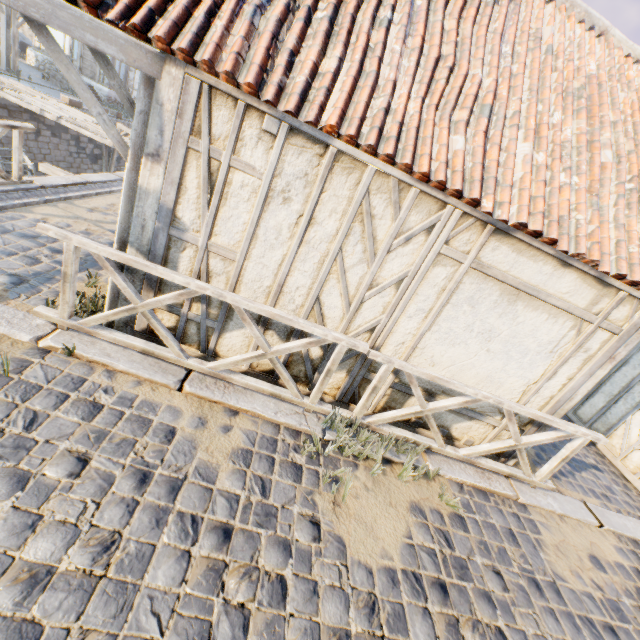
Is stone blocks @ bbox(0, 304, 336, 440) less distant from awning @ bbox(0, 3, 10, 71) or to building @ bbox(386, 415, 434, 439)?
building @ bbox(386, 415, 434, 439)

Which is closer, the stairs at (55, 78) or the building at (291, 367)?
the building at (291, 367)

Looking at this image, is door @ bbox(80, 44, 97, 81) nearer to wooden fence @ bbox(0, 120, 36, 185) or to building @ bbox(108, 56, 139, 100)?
building @ bbox(108, 56, 139, 100)

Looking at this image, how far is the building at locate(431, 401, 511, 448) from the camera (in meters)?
4.38

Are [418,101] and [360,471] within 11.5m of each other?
yes

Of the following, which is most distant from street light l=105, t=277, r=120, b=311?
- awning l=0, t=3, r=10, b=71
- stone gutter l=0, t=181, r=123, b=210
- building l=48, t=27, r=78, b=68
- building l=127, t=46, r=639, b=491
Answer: building l=48, t=27, r=78, b=68

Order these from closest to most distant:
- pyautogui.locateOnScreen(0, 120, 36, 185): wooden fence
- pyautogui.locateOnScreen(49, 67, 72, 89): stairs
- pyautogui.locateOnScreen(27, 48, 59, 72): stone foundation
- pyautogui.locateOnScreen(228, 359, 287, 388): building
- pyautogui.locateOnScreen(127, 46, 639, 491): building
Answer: pyautogui.locateOnScreen(127, 46, 639, 491): building
pyautogui.locateOnScreen(228, 359, 287, 388): building
pyautogui.locateOnScreen(0, 120, 36, 185): wooden fence
pyautogui.locateOnScreen(49, 67, 72, 89): stairs
pyautogui.locateOnScreen(27, 48, 59, 72): stone foundation

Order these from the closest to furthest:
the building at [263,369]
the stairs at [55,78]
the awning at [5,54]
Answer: the building at [263,369] < the awning at [5,54] < the stairs at [55,78]
